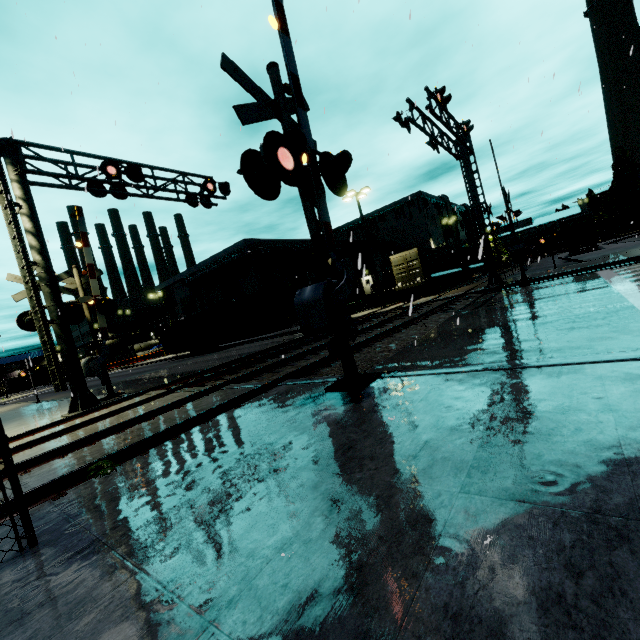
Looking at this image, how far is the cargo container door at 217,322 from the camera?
30.53m

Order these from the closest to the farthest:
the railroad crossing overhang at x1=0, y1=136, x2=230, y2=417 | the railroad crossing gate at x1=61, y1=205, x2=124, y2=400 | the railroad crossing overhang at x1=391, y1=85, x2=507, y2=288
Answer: the railroad crossing overhang at x1=0, y1=136, x2=230, y2=417 → the railroad crossing gate at x1=61, y1=205, x2=124, y2=400 → the railroad crossing overhang at x1=391, y1=85, x2=507, y2=288

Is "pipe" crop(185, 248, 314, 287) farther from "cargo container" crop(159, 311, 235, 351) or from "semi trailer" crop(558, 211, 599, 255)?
"semi trailer" crop(558, 211, 599, 255)

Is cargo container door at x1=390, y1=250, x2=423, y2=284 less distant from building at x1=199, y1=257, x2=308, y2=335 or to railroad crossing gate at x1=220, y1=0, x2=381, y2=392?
Result: building at x1=199, y1=257, x2=308, y2=335

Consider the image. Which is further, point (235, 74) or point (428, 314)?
point (428, 314)

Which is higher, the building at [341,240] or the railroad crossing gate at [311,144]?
the building at [341,240]

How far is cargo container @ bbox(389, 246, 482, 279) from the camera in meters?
27.1 m

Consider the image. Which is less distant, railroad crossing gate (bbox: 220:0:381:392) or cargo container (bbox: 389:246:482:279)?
railroad crossing gate (bbox: 220:0:381:392)
